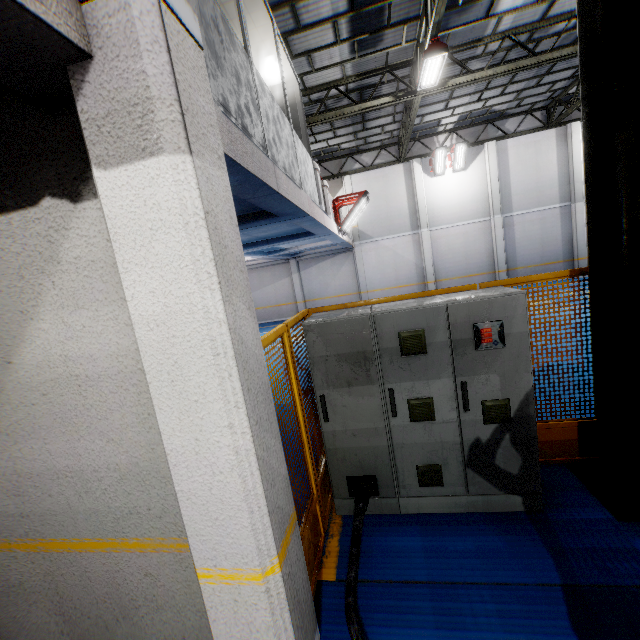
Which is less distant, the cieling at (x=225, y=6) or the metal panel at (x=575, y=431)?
the metal panel at (x=575, y=431)

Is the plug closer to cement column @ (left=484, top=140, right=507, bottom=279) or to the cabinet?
the cabinet

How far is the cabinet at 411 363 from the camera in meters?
3.0 m

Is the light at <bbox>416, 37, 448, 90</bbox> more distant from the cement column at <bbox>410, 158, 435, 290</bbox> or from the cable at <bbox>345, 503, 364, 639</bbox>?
the cable at <bbox>345, 503, 364, 639</bbox>

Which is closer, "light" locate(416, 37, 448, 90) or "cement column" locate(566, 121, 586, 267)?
"light" locate(416, 37, 448, 90)

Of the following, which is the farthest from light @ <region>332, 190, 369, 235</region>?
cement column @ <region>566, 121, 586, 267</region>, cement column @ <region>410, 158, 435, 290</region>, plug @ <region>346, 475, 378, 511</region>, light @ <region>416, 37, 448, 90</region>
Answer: cement column @ <region>566, 121, 586, 267</region>

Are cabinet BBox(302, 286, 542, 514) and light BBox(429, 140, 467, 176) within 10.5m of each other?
no

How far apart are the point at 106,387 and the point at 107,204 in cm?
113
